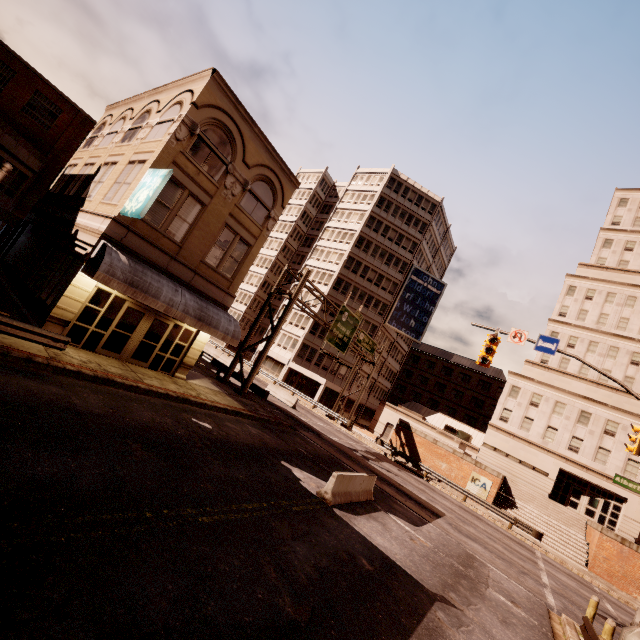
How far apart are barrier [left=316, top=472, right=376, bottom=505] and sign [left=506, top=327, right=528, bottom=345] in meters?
8.7

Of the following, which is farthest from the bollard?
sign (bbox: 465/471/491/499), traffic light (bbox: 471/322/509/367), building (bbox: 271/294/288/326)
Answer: building (bbox: 271/294/288/326)

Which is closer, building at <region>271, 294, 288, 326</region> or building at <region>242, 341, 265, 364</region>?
building at <region>242, 341, 265, 364</region>

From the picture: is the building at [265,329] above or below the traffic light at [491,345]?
below

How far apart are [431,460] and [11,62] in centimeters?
4815cm

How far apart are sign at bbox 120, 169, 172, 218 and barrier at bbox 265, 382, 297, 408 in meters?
21.6

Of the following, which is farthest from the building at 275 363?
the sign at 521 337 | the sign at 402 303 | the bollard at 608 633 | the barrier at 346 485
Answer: the bollard at 608 633

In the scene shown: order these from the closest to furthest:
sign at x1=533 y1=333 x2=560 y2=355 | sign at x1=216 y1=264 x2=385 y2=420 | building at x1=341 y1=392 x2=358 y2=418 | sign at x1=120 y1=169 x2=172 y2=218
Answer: sign at x1=120 y1=169 x2=172 y2=218 → sign at x1=533 y1=333 x2=560 y2=355 → sign at x1=216 y1=264 x2=385 y2=420 → building at x1=341 y1=392 x2=358 y2=418
